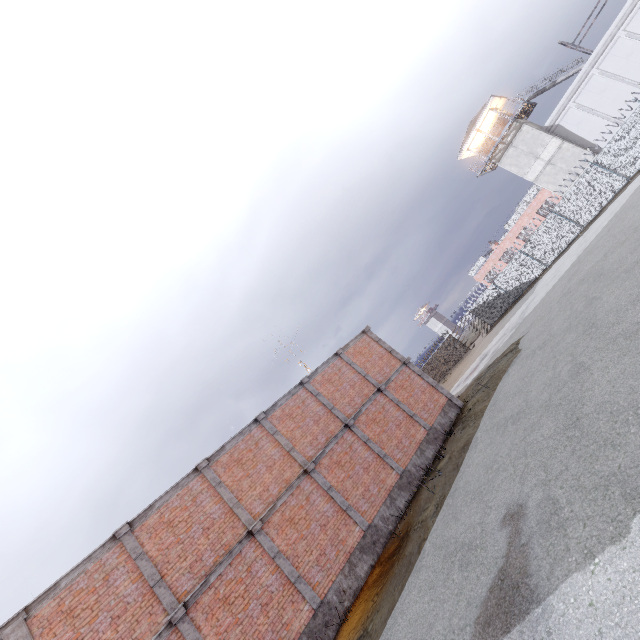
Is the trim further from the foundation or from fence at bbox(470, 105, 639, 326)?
fence at bbox(470, 105, 639, 326)

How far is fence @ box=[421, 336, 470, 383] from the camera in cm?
3791

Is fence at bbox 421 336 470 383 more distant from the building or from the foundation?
the foundation

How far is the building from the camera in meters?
30.2

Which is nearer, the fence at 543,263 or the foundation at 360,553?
the foundation at 360,553

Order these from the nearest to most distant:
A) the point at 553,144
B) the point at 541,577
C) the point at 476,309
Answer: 1. the point at 541,577
2. the point at 553,144
3. the point at 476,309
